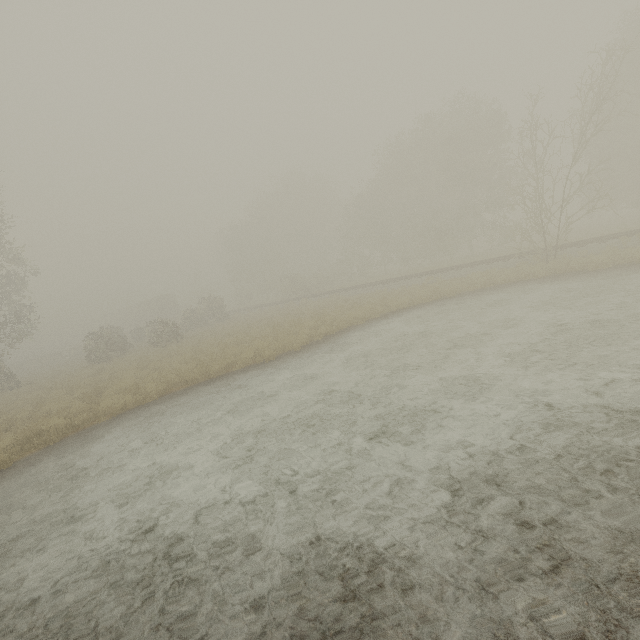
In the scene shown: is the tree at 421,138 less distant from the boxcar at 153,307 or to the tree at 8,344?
the boxcar at 153,307

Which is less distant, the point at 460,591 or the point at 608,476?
the point at 460,591

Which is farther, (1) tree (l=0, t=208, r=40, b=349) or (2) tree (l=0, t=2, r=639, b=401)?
(1) tree (l=0, t=208, r=40, b=349)

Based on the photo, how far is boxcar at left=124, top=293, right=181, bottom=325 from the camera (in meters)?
51.94

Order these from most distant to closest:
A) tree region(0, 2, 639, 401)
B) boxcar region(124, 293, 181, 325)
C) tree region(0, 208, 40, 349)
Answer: boxcar region(124, 293, 181, 325), tree region(0, 208, 40, 349), tree region(0, 2, 639, 401)

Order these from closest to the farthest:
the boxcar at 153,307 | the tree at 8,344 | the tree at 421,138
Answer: the tree at 421,138
the tree at 8,344
the boxcar at 153,307

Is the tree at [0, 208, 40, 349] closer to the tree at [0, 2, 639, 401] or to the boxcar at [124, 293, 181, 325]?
the boxcar at [124, 293, 181, 325]
